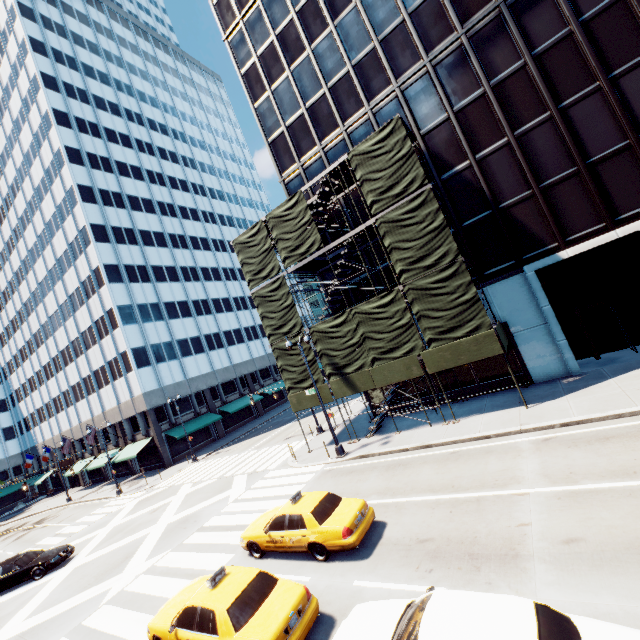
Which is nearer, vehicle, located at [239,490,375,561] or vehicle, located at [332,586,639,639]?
vehicle, located at [332,586,639,639]

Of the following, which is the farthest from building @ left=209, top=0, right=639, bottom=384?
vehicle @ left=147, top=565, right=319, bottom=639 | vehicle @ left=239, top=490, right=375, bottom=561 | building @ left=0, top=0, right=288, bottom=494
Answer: building @ left=0, top=0, right=288, bottom=494

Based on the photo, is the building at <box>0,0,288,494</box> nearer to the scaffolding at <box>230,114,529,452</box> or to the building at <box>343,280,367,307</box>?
the scaffolding at <box>230,114,529,452</box>

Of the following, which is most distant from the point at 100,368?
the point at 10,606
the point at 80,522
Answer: the point at 10,606

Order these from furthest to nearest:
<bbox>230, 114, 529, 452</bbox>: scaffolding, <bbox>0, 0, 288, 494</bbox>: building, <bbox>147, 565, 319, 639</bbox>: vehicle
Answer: <bbox>0, 0, 288, 494</bbox>: building → <bbox>230, 114, 529, 452</bbox>: scaffolding → <bbox>147, 565, 319, 639</bbox>: vehicle

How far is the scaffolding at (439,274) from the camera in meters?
15.9

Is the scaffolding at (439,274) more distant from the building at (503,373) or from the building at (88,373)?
the building at (88,373)

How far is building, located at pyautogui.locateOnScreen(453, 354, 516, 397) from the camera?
18.5m
